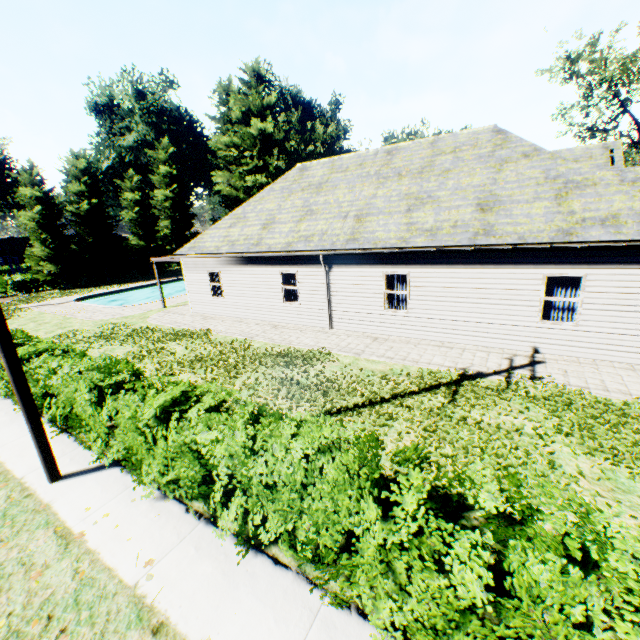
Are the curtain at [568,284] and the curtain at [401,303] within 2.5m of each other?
no

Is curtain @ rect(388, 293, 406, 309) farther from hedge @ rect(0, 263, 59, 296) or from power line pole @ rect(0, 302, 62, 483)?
power line pole @ rect(0, 302, 62, 483)

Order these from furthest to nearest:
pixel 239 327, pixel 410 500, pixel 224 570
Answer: pixel 239 327, pixel 224 570, pixel 410 500

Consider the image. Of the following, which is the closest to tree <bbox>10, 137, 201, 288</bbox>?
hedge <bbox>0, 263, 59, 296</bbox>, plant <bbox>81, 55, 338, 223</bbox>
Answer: hedge <bbox>0, 263, 59, 296</bbox>

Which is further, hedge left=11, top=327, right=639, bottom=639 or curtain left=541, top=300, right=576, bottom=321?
curtain left=541, top=300, right=576, bottom=321

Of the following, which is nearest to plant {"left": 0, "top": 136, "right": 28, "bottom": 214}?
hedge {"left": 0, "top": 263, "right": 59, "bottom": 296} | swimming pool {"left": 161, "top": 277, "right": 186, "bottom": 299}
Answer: hedge {"left": 0, "top": 263, "right": 59, "bottom": 296}

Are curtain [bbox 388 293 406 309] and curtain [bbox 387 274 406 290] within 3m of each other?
yes

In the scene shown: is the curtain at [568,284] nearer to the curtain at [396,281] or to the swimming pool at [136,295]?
the curtain at [396,281]
